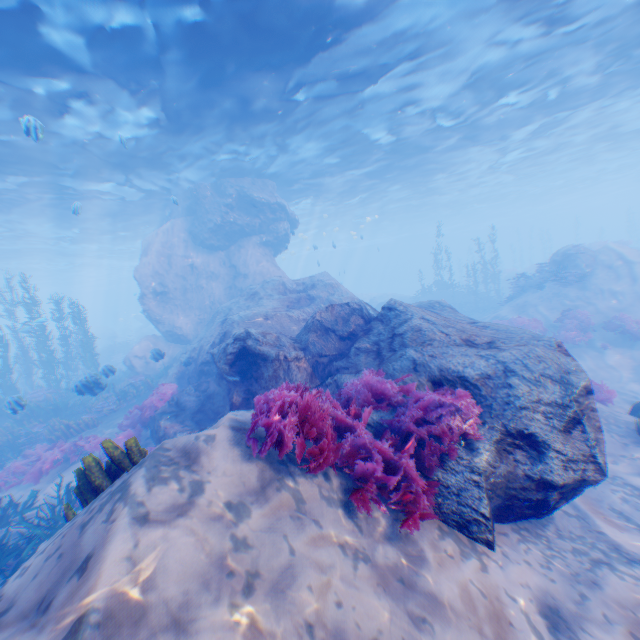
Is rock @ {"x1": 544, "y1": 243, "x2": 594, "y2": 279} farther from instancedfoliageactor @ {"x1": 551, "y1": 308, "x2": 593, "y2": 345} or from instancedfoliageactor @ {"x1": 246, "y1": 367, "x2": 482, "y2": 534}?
instancedfoliageactor @ {"x1": 551, "y1": 308, "x2": 593, "y2": 345}

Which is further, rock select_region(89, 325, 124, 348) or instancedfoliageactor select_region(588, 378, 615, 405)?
rock select_region(89, 325, 124, 348)

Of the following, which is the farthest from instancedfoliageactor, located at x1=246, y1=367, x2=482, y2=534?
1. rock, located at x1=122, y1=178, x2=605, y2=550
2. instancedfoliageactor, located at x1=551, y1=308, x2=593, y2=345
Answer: instancedfoliageactor, located at x1=551, y1=308, x2=593, y2=345

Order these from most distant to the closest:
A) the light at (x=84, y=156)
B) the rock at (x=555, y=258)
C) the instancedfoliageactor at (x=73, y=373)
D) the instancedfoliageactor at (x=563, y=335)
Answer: the rock at (x=555, y=258) → the instancedfoliageactor at (x=563, y=335) → the light at (x=84, y=156) → the instancedfoliageactor at (x=73, y=373)

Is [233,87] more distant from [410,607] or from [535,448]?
[410,607]

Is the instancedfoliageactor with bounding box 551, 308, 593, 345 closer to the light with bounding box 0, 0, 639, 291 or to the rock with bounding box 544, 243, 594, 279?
the rock with bounding box 544, 243, 594, 279

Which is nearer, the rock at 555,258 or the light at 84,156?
the light at 84,156

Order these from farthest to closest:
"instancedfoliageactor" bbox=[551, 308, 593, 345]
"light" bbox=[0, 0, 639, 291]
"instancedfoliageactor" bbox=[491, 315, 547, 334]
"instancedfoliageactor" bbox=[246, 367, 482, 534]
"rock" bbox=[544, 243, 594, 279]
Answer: "rock" bbox=[544, 243, 594, 279], "instancedfoliageactor" bbox=[491, 315, 547, 334], "instancedfoliageactor" bbox=[551, 308, 593, 345], "light" bbox=[0, 0, 639, 291], "instancedfoliageactor" bbox=[246, 367, 482, 534]
